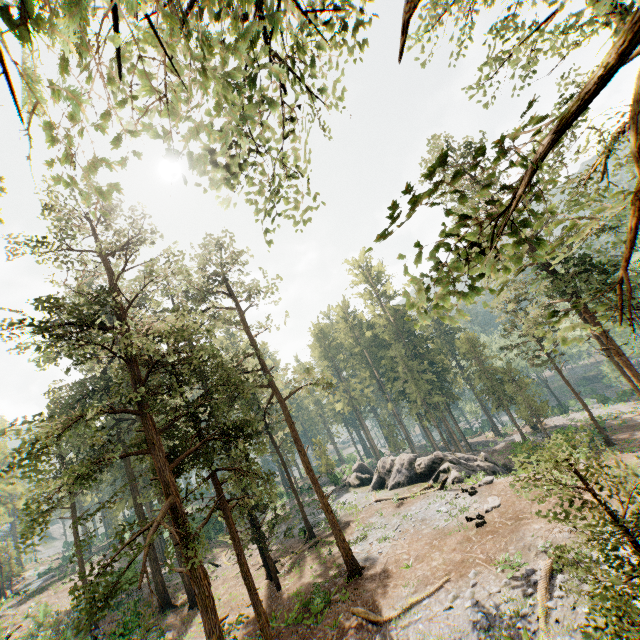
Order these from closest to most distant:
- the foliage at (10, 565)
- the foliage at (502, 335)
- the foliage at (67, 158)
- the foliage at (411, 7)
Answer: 1. the foliage at (67, 158)
2. the foliage at (502, 335)
3. the foliage at (411, 7)
4. the foliage at (10, 565)

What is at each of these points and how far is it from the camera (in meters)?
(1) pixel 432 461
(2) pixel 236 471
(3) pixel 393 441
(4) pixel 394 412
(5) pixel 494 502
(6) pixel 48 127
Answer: (1) rock, 31.22
(2) foliage, 14.91
(3) foliage, 59.66
(4) foliage, 59.84
(5) foliage, 20.42
(6) foliage, 1.84

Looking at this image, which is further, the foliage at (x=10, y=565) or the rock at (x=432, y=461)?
the rock at (x=432, y=461)

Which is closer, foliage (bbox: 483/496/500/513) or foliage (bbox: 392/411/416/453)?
foliage (bbox: 483/496/500/513)

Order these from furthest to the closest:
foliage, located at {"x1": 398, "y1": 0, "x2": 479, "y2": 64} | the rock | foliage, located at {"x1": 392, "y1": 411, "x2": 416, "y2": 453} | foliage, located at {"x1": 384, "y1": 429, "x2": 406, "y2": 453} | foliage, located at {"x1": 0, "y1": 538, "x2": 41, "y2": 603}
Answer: foliage, located at {"x1": 384, "y1": 429, "x2": 406, "y2": 453} < foliage, located at {"x1": 392, "y1": 411, "x2": 416, "y2": 453} < the rock < foliage, located at {"x1": 0, "y1": 538, "x2": 41, "y2": 603} < foliage, located at {"x1": 398, "y1": 0, "x2": 479, "y2": 64}
